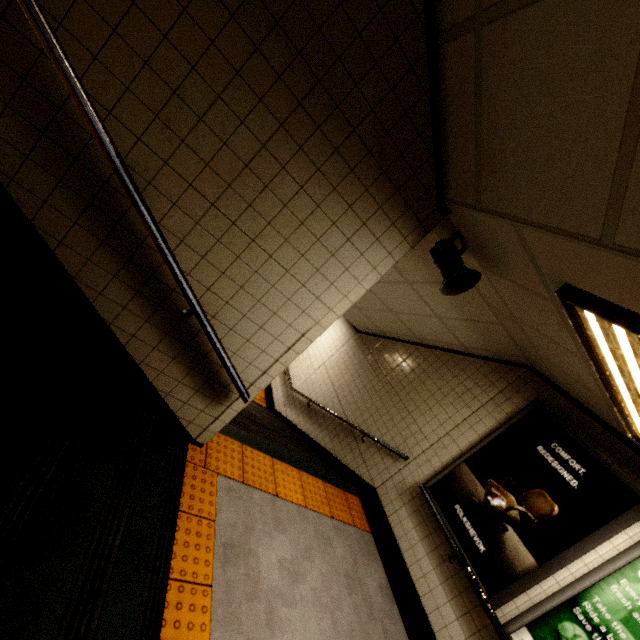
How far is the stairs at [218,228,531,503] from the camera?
3.82m

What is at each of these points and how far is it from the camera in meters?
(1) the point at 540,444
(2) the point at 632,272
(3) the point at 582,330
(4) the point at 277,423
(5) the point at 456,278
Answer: (1) sign, 3.5
(2) building, 1.2
(3) fluorescent light, 1.8
(4) stairs, 6.3
(5) loudspeaker, 2.3

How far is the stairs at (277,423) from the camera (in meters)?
3.82

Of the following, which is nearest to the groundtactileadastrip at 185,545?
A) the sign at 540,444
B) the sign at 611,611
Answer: the sign at 540,444

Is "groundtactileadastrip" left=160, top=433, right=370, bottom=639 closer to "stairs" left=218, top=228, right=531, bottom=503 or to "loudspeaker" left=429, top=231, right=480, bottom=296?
"stairs" left=218, top=228, right=531, bottom=503

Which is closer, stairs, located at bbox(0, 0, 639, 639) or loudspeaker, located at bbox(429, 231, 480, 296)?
stairs, located at bbox(0, 0, 639, 639)

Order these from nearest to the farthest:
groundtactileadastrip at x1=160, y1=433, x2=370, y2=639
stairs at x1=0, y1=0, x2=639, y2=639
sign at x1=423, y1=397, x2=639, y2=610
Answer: stairs at x1=0, y1=0, x2=639, y2=639 → groundtactileadastrip at x1=160, y1=433, x2=370, y2=639 → sign at x1=423, y1=397, x2=639, y2=610

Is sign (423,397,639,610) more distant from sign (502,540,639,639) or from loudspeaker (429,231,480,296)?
loudspeaker (429,231,480,296)
